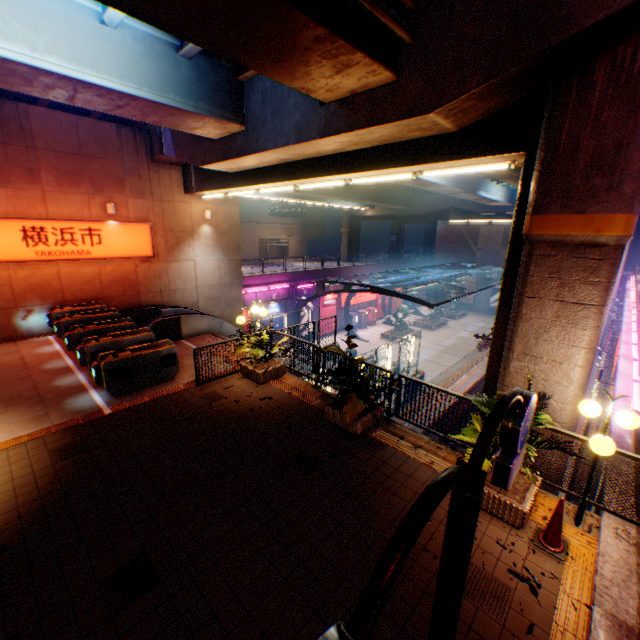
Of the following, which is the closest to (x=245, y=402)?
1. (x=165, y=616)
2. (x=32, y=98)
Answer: (x=165, y=616)

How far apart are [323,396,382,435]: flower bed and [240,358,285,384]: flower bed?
2.5 meters

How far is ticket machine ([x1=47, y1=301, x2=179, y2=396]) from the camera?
8.7m

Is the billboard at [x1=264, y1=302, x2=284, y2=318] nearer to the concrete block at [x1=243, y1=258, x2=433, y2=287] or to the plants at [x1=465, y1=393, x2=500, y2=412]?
the concrete block at [x1=243, y1=258, x2=433, y2=287]

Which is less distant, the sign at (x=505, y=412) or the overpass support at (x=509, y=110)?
the sign at (x=505, y=412)

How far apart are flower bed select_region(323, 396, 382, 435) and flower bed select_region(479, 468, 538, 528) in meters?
2.2 m

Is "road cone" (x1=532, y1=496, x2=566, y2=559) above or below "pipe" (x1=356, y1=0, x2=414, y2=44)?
below

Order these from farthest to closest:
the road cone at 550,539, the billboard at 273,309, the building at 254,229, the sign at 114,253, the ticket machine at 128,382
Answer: the building at 254,229 → the billboard at 273,309 → the sign at 114,253 → the ticket machine at 128,382 → the road cone at 550,539
